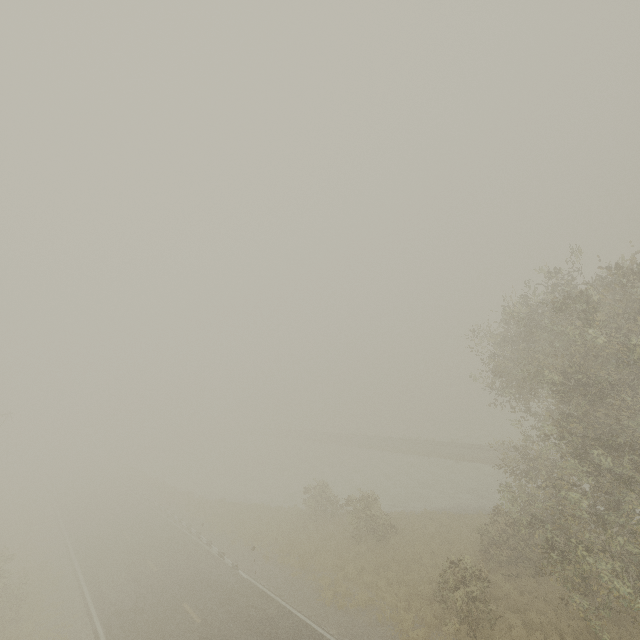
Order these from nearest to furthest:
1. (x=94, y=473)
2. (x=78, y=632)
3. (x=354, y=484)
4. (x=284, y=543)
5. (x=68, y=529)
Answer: (x=78, y=632), (x=284, y=543), (x=68, y=529), (x=354, y=484), (x=94, y=473)
